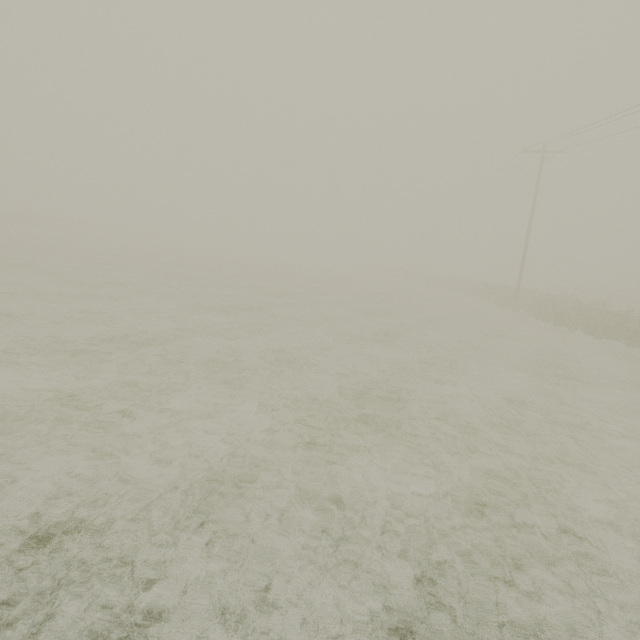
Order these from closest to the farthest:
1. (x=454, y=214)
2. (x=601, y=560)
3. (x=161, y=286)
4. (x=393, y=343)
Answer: (x=601, y=560), (x=393, y=343), (x=161, y=286), (x=454, y=214)
